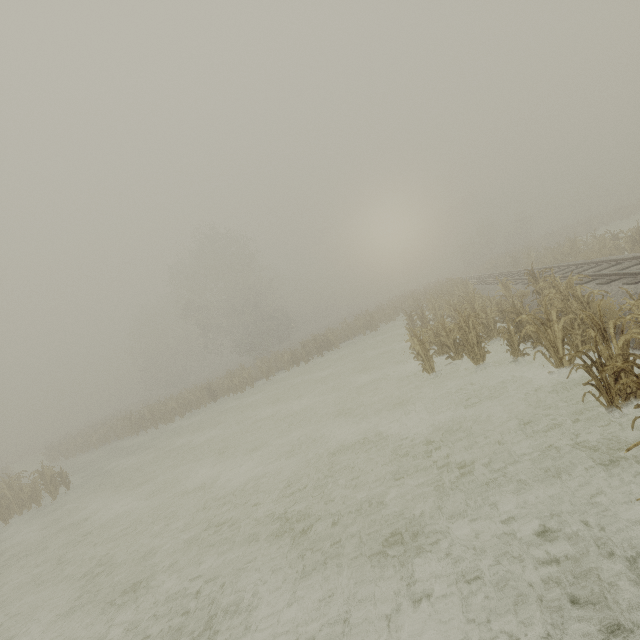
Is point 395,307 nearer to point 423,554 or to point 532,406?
point 532,406
